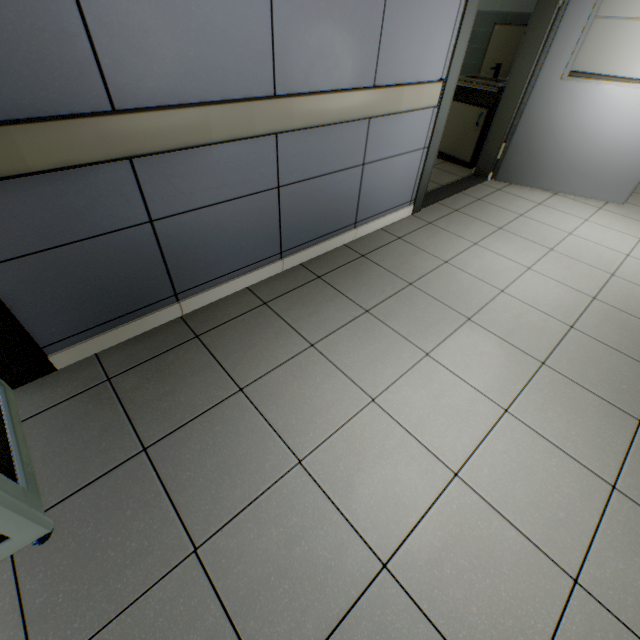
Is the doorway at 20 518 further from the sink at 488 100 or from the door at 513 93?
the sink at 488 100

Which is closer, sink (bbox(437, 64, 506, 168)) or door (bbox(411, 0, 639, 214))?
door (bbox(411, 0, 639, 214))

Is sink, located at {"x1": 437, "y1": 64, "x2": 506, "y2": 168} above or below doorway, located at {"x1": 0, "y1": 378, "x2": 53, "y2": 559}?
above

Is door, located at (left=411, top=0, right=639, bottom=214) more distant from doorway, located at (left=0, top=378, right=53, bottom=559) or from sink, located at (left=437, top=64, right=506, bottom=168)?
doorway, located at (left=0, top=378, right=53, bottom=559)

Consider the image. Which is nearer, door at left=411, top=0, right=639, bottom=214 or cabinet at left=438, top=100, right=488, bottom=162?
door at left=411, top=0, right=639, bottom=214

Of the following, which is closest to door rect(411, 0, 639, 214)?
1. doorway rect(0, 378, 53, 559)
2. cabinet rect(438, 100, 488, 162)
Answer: cabinet rect(438, 100, 488, 162)

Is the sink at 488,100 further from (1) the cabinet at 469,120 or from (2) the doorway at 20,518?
(2) the doorway at 20,518

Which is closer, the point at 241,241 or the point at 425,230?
the point at 241,241
